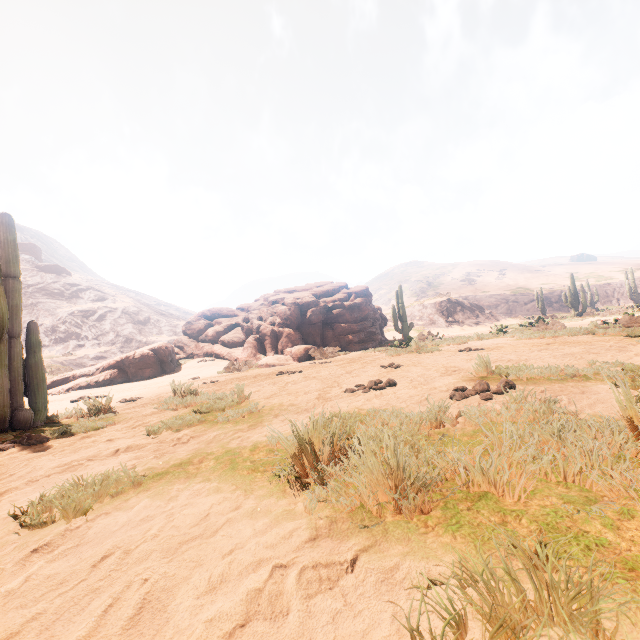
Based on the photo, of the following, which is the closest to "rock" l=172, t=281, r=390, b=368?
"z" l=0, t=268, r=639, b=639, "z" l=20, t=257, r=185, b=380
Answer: "z" l=0, t=268, r=639, b=639

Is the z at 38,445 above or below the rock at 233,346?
below

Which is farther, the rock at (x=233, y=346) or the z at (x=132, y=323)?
the z at (x=132, y=323)

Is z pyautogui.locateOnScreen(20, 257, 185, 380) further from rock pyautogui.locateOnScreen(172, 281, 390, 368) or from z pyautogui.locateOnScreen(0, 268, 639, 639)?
rock pyautogui.locateOnScreen(172, 281, 390, 368)

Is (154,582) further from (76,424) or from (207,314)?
(207,314)

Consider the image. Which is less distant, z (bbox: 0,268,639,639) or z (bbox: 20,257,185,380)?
z (bbox: 0,268,639,639)
